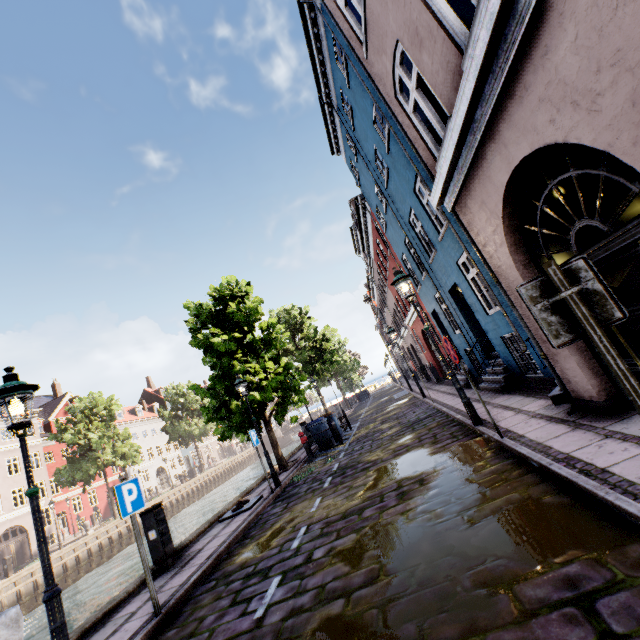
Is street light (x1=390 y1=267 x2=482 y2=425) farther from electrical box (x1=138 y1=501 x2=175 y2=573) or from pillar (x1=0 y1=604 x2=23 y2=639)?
electrical box (x1=138 y1=501 x2=175 y2=573)

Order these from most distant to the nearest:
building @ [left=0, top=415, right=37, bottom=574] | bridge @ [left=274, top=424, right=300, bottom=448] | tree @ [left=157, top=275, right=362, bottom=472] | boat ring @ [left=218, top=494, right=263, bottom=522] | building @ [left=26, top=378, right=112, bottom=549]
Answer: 1. bridge @ [left=274, top=424, right=300, bottom=448]
2. building @ [left=26, top=378, right=112, bottom=549]
3. building @ [left=0, top=415, right=37, bottom=574]
4. tree @ [left=157, top=275, right=362, bottom=472]
5. boat ring @ [left=218, top=494, right=263, bottom=522]

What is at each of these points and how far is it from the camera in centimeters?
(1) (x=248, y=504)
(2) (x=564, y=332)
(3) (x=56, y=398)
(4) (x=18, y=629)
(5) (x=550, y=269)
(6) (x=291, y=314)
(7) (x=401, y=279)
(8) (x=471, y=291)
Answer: (1) boat ring, 916cm
(2) sign, 215cm
(3) building, 4069cm
(4) pillar, 373cm
(5) sign pole, 219cm
(6) tree, 2838cm
(7) street light, 757cm
(8) building, 927cm

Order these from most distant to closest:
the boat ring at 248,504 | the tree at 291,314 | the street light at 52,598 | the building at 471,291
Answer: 1. the tree at 291,314
2. the boat ring at 248,504
3. the street light at 52,598
4. the building at 471,291

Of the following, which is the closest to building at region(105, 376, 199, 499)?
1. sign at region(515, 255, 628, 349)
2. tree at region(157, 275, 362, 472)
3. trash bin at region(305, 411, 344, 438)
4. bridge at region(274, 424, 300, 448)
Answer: sign at region(515, 255, 628, 349)

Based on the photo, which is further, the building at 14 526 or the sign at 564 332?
the building at 14 526

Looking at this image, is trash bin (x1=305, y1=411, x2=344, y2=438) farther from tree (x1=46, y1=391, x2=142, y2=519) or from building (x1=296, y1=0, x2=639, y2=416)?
building (x1=296, y1=0, x2=639, y2=416)

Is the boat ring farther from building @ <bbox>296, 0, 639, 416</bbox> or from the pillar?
building @ <bbox>296, 0, 639, 416</bbox>
